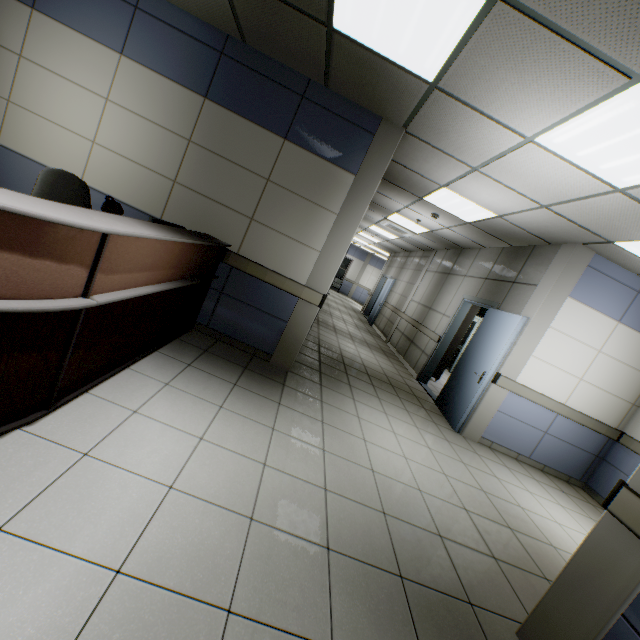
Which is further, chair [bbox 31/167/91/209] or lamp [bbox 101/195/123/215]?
chair [bbox 31/167/91/209]

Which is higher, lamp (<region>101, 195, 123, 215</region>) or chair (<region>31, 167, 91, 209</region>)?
lamp (<region>101, 195, 123, 215</region>)

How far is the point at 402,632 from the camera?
1.7m

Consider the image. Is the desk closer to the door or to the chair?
the chair

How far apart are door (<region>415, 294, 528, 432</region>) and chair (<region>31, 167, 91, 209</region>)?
5.3m

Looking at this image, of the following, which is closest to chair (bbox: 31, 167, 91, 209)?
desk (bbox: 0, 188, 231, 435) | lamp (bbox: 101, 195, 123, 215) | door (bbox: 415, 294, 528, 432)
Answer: desk (bbox: 0, 188, 231, 435)

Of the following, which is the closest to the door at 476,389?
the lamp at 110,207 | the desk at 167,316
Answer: the desk at 167,316

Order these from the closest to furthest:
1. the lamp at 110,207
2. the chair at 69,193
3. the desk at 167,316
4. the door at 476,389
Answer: the desk at 167,316 < the lamp at 110,207 < the chair at 69,193 < the door at 476,389
